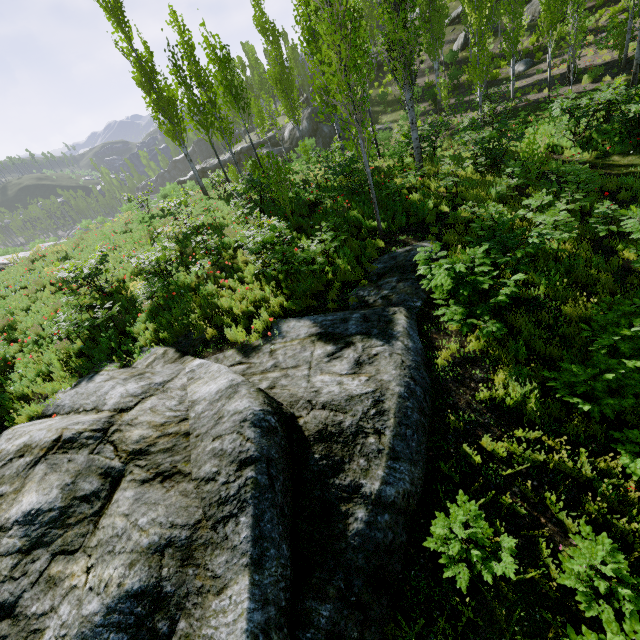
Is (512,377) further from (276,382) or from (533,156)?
(533,156)

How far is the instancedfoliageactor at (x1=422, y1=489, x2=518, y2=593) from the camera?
3.3 meters

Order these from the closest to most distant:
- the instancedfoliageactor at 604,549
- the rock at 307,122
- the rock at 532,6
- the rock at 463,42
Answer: the instancedfoliageactor at 604,549
the rock at 532,6
the rock at 463,42
the rock at 307,122

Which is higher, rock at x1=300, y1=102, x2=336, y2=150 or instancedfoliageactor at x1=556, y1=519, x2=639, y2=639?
rock at x1=300, y1=102, x2=336, y2=150

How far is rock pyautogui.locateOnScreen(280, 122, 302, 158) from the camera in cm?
3566

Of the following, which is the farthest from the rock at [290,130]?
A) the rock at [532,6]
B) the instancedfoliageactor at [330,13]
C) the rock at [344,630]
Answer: the rock at [344,630]

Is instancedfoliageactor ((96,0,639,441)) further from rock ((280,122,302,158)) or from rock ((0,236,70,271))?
rock ((280,122,302,158))

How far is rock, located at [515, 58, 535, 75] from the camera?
22.80m
